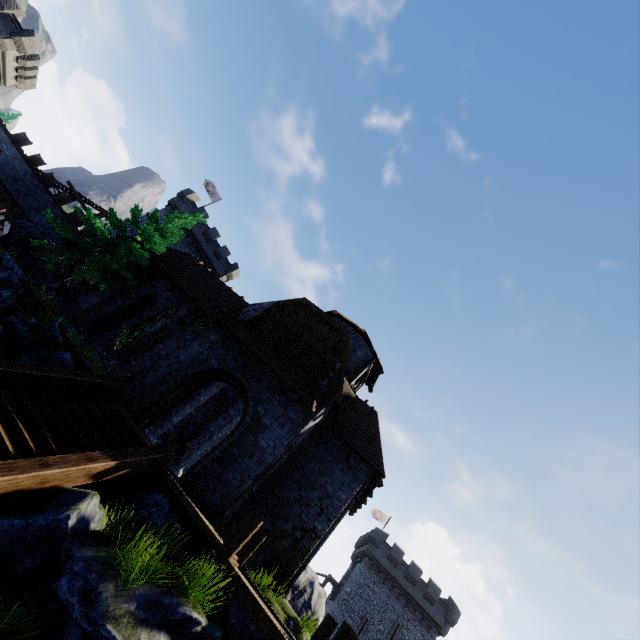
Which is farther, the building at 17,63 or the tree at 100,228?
the building at 17,63

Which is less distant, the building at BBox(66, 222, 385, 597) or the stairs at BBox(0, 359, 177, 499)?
the stairs at BBox(0, 359, 177, 499)

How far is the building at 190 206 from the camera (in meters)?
37.34

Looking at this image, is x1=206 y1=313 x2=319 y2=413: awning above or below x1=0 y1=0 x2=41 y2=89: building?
below

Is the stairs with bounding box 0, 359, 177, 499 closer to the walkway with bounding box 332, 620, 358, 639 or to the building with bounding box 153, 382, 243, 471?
the building with bounding box 153, 382, 243, 471

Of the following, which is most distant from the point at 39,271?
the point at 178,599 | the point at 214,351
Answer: the point at 178,599

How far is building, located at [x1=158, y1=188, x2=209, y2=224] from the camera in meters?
37.3

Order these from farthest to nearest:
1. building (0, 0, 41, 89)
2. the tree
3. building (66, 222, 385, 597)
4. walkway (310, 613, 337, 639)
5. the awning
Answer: building (0, 0, 41, 89)
the tree
the awning
building (66, 222, 385, 597)
walkway (310, 613, 337, 639)
